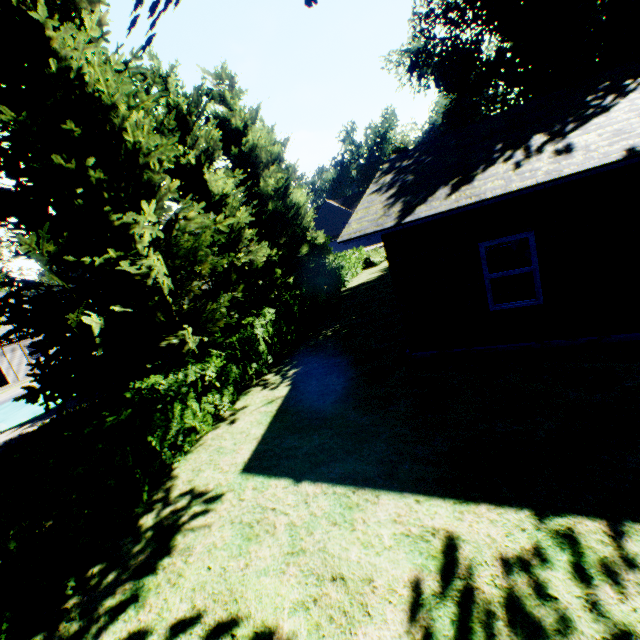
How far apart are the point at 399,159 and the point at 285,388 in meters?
8.5

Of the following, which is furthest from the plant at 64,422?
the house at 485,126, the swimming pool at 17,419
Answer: the house at 485,126

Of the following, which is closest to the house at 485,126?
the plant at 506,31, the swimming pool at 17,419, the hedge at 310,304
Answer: the hedge at 310,304

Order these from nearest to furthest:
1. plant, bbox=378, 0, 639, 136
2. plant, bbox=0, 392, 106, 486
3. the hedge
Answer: the hedge → plant, bbox=0, 392, 106, 486 → plant, bbox=378, 0, 639, 136

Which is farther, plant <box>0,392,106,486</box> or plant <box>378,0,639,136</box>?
plant <box>378,0,639,136</box>

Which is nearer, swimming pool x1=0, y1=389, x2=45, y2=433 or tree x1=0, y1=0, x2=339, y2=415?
tree x1=0, y1=0, x2=339, y2=415

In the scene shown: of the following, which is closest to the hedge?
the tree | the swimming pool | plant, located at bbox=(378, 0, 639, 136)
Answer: the tree

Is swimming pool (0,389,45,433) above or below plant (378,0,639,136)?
below
